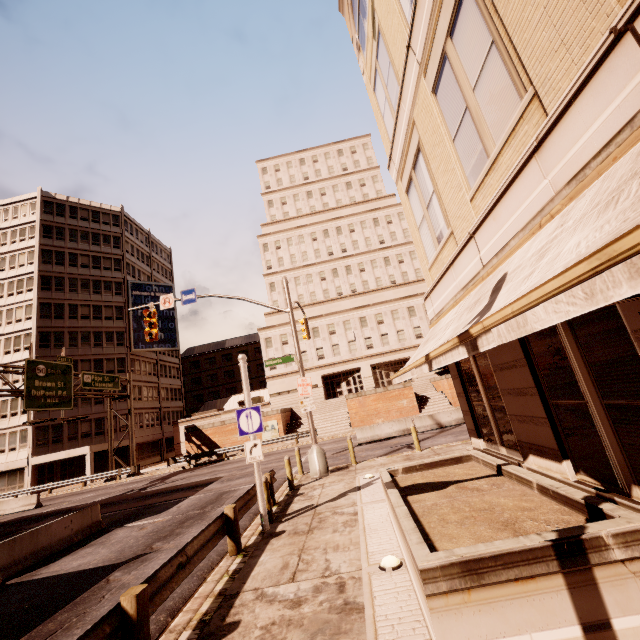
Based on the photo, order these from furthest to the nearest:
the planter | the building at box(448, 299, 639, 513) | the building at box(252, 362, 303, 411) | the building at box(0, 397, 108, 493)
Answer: the building at box(252, 362, 303, 411) < the building at box(0, 397, 108, 493) < the building at box(448, 299, 639, 513) < the planter

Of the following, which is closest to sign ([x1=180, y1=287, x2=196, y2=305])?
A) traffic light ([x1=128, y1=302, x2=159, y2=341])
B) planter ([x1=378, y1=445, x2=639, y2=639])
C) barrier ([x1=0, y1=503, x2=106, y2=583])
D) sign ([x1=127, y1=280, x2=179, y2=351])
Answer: traffic light ([x1=128, y1=302, x2=159, y2=341])

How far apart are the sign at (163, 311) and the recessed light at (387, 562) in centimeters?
4727cm

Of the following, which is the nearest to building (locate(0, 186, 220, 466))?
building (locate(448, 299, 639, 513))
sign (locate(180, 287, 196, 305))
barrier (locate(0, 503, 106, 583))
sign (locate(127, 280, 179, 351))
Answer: sign (locate(127, 280, 179, 351))

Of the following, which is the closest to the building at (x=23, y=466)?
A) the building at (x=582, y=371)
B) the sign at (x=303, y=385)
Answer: the sign at (x=303, y=385)

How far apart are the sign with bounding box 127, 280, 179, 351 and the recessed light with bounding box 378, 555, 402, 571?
47.27m

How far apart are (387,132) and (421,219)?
3.8m

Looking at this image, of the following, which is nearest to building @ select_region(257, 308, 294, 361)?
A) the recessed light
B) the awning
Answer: the awning
